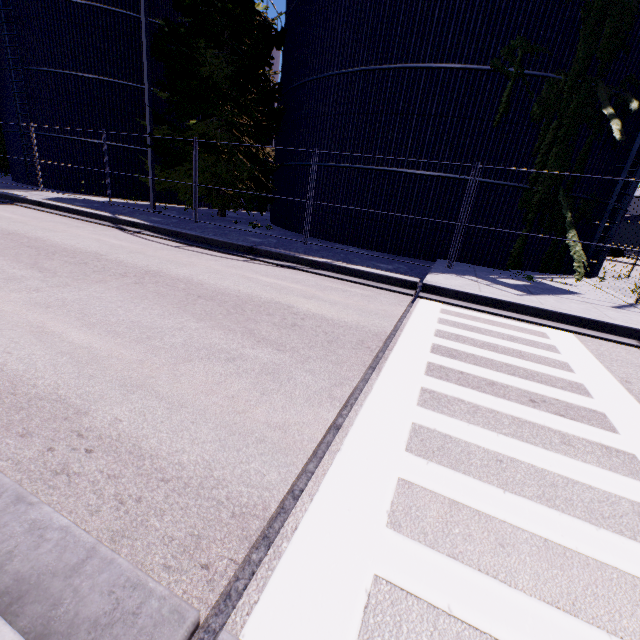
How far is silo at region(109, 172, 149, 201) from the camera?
19.0 meters

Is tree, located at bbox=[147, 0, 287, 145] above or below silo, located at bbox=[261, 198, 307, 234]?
above

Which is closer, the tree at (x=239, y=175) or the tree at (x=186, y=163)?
the tree at (x=186, y=163)

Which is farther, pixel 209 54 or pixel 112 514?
pixel 209 54

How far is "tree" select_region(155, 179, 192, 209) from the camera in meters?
15.1

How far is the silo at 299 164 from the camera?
13.8m

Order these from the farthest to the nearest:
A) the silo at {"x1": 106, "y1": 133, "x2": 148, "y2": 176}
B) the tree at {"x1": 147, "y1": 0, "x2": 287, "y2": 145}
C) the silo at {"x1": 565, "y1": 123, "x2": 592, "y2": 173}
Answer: the silo at {"x1": 106, "y1": 133, "x2": 148, "y2": 176}
the tree at {"x1": 147, "y1": 0, "x2": 287, "y2": 145}
the silo at {"x1": 565, "y1": 123, "x2": 592, "y2": 173}
